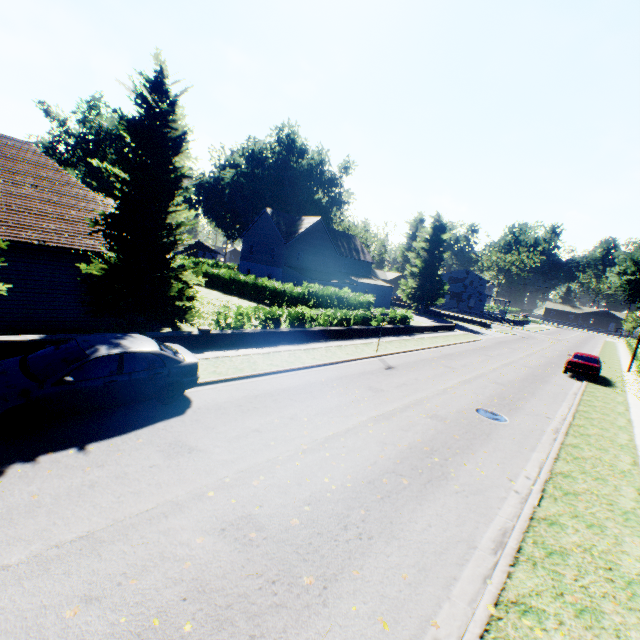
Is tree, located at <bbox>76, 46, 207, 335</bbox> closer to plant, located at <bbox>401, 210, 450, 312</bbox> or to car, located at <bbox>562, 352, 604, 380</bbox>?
plant, located at <bbox>401, 210, 450, 312</bbox>

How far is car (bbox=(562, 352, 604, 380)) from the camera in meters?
21.3 m

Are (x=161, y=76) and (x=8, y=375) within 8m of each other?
no

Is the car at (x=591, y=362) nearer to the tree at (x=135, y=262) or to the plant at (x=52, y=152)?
the tree at (x=135, y=262)

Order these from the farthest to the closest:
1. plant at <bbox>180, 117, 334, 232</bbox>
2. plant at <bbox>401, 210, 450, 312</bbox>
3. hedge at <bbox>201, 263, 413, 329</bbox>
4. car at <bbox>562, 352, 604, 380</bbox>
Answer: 1. plant at <bbox>180, 117, 334, 232</bbox>
2. plant at <bbox>401, 210, 450, 312</bbox>
3. car at <bbox>562, 352, 604, 380</bbox>
4. hedge at <bbox>201, 263, 413, 329</bbox>

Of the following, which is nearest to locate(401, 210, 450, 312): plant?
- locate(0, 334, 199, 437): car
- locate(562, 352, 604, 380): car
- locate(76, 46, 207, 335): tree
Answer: locate(76, 46, 207, 335): tree

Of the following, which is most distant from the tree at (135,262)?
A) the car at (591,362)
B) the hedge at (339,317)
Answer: the car at (591,362)

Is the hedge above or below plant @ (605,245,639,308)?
below
